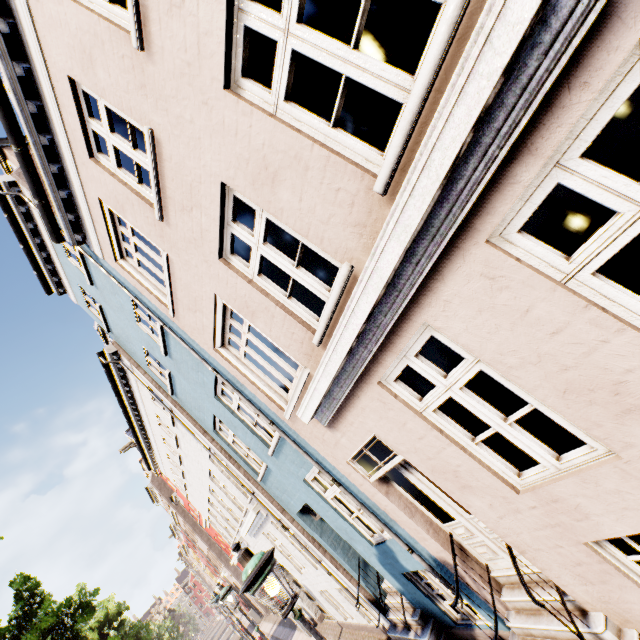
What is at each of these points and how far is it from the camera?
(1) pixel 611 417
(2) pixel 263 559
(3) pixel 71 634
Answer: (1) building, 2.34m
(2) street light, 3.39m
(3) tree, 12.19m

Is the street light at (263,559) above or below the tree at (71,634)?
below

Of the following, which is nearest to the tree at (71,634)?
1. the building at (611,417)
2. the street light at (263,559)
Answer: the street light at (263,559)

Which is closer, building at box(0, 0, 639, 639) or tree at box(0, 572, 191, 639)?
building at box(0, 0, 639, 639)

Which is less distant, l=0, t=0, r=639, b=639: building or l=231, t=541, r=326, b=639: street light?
l=0, t=0, r=639, b=639: building

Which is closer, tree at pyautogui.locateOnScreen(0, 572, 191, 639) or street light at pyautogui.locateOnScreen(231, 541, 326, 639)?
street light at pyautogui.locateOnScreen(231, 541, 326, 639)

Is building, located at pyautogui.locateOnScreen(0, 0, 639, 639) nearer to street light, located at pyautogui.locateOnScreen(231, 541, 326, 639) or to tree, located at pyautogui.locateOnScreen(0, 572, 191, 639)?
street light, located at pyautogui.locateOnScreen(231, 541, 326, 639)
